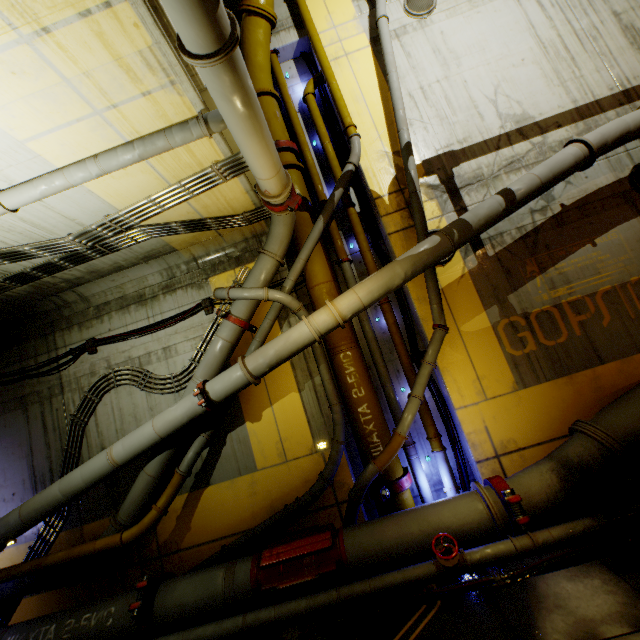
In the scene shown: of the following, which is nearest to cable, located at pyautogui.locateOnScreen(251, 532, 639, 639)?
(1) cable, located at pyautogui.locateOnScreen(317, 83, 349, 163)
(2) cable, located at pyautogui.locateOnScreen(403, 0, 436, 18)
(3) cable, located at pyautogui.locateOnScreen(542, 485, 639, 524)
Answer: (3) cable, located at pyautogui.locateOnScreen(542, 485, 639, 524)

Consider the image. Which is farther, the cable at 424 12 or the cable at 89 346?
the cable at 424 12

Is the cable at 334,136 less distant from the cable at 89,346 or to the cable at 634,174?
the cable at 89,346

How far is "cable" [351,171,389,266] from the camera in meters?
7.6

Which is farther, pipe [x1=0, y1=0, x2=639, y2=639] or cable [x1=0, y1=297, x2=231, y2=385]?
cable [x1=0, y1=297, x2=231, y2=385]

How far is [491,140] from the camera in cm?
738

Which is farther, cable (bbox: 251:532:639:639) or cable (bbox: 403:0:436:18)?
cable (bbox: 403:0:436:18)
